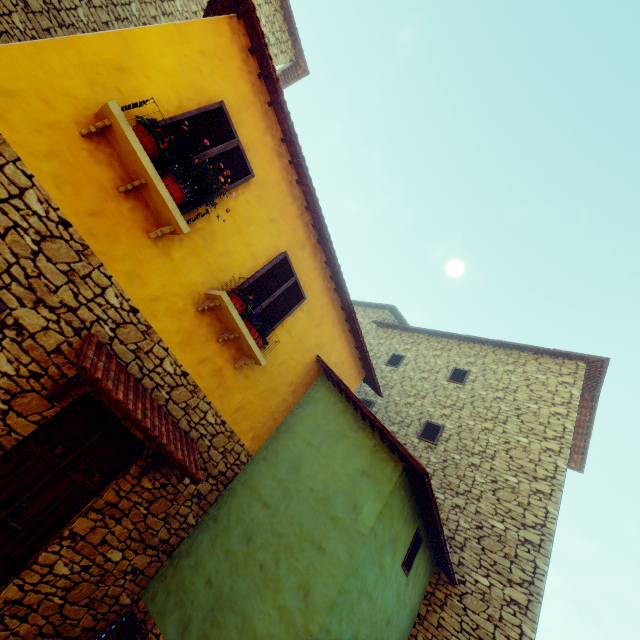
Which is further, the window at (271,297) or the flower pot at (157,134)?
the window at (271,297)

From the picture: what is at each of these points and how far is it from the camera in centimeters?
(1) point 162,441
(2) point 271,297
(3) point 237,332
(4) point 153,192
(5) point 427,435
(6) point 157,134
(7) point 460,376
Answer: (1) door eaves, 415cm
(2) window, 596cm
(3) window sill, 527cm
(4) window sill, 402cm
(5) window, 995cm
(6) flower pot, 388cm
(7) window, 1134cm

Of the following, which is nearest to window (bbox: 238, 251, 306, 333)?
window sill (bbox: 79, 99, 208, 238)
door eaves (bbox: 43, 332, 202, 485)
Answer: window sill (bbox: 79, 99, 208, 238)

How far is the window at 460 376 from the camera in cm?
1115

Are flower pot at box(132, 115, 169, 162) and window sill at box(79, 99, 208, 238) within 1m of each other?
yes

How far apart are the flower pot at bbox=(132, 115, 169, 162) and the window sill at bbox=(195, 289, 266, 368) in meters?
1.9 m

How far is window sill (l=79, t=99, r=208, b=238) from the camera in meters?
3.6 m

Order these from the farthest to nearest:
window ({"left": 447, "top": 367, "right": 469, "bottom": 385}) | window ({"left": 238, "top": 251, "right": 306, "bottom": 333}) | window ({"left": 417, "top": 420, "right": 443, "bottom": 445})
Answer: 1. window ({"left": 447, "top": 367, "right": 469, "bottom": 385})
2. window ({"left": 417, "top": 420, "right": 443, "bottom": 445})
3. window ({"left": 238, "top": 251, "right": 306, "bottom": 333})
